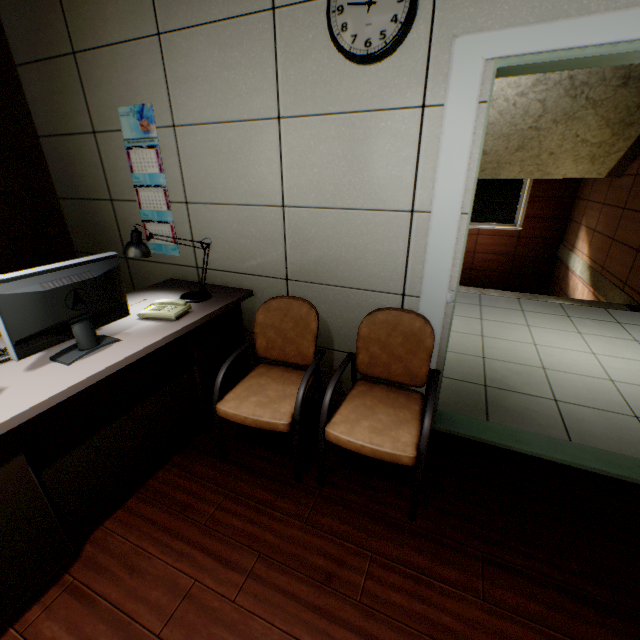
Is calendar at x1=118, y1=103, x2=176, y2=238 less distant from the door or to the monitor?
the monitor

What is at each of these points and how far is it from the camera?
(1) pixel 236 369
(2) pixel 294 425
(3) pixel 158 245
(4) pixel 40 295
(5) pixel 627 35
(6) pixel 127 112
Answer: (1) table, 2.4m
(2) chair, 1.7m
(3) calendar, 2.6m
(4) monitor, 1.3m
(5) door, 1.2m
(6) calendar, 2.3m

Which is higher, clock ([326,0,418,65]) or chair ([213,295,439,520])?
clock ([326,0,418,65])

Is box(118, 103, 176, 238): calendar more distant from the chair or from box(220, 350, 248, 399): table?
the chair

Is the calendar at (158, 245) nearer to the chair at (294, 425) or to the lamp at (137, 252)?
the lamp at (137, 252)

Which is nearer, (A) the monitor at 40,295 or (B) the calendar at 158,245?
(A) the monitor at 40,295

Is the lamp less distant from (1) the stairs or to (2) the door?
(2) the door

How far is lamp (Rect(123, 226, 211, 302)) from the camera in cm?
185
